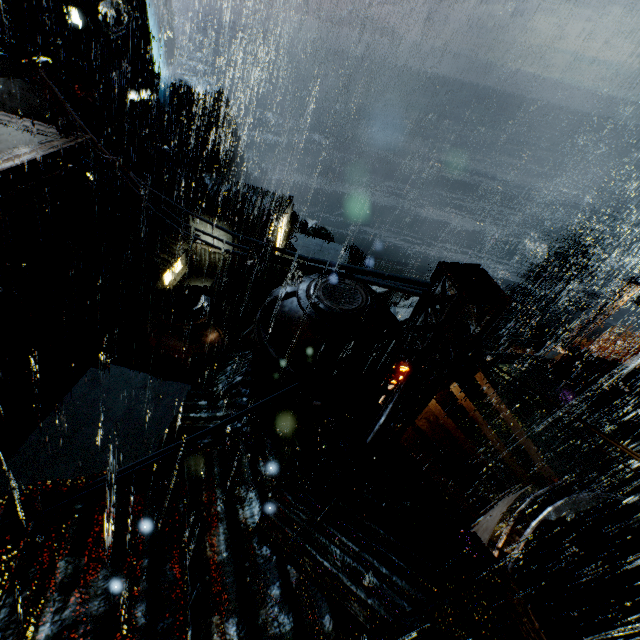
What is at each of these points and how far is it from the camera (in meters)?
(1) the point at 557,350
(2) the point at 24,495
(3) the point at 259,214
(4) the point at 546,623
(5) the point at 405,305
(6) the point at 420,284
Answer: (1) street light, 22.80
(2) building, 5.23
(3) building, 28.39
(4) building vent, 10.25
(5) rock, 55.56
(6) power line, 4.62

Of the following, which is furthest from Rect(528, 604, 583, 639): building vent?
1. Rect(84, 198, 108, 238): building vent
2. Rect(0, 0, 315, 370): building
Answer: Rect(84, 198, 108, 238): building vent

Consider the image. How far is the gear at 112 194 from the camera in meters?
29.7

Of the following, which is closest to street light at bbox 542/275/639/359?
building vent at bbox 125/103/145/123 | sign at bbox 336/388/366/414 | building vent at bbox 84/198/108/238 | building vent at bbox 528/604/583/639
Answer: building vent at bbox 528/604/583/639

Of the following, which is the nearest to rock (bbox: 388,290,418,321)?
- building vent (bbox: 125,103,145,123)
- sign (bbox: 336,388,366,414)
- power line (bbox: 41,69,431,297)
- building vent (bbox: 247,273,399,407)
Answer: building vent (bbox: 125,103,145,123)

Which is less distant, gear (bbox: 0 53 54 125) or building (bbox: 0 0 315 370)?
building (bbox: 0 0 315 370)

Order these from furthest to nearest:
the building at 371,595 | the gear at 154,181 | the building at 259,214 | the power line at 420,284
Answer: the building at 259,214 → the gear at 154,181 → the power line at 420,284 → the building at 371,595

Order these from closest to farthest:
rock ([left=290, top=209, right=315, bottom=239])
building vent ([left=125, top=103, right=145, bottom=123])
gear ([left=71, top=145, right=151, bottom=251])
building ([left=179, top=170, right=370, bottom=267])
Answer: building ([left=179, top=170, right=370, bottom=267]) < gear ([left=71, top=145, right=151, bottom=251]) < building vent ([left=125, top=103, right=145, bottom=123]) < rock ([left=290, top=209, right=315, bottom=239])
